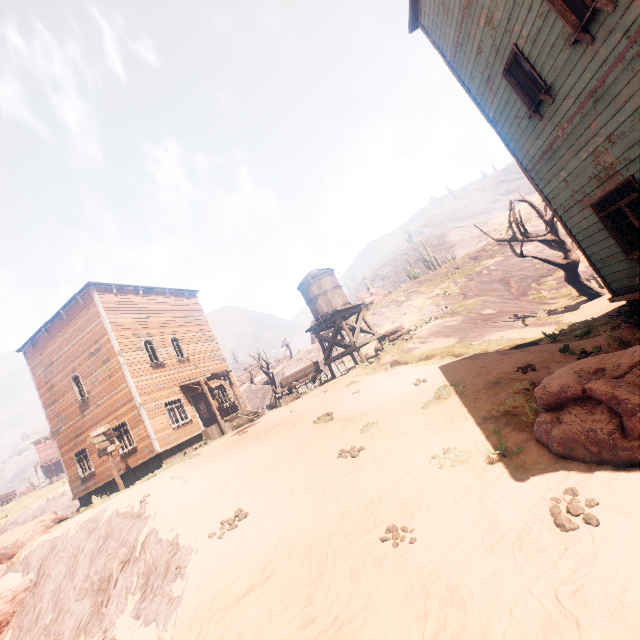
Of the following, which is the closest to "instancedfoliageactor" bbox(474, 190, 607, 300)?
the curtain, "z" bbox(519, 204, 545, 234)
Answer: "z" bbox(519, 204, 545, 234)

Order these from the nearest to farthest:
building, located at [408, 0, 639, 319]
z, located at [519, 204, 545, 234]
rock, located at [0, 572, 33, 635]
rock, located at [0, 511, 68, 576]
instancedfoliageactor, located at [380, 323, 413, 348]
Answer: building, located at [408, 0, 639, 319]
rock, located at [0, 572, 33, 635]
rock, located at [0, 511, 68, 576]
instancedfoliageactor, located at [380, 323, 413, 348]
z, located at [519, 204, 545, 234]

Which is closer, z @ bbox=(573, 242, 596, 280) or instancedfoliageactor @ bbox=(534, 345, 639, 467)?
instancedfoliageactor @ bbox=(534, 345, 639, 467)

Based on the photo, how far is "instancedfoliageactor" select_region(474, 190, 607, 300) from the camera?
15.02m

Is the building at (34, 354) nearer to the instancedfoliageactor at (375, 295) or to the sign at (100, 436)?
the sign at (100, 436)

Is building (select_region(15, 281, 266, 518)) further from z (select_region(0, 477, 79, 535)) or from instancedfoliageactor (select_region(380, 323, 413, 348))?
instancedfoliageactor (select_region(380, 323, 413, 348))

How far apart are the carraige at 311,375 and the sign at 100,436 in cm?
821

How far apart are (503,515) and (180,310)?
23.05m
